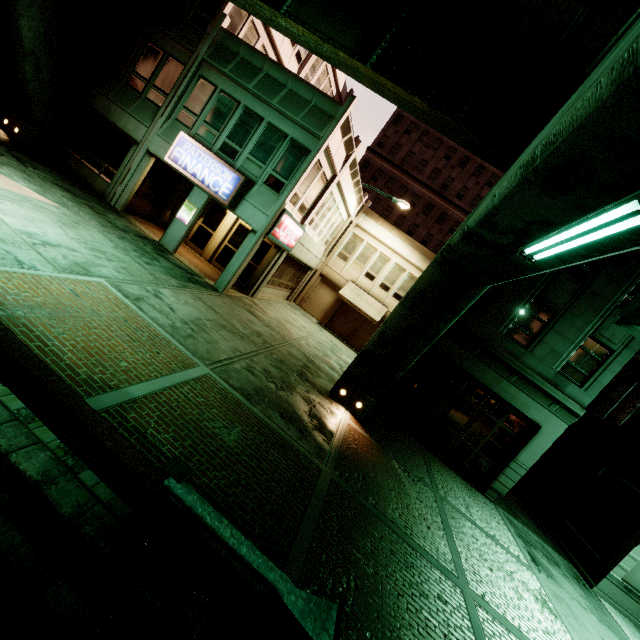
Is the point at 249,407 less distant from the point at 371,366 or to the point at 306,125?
the point at 371,366

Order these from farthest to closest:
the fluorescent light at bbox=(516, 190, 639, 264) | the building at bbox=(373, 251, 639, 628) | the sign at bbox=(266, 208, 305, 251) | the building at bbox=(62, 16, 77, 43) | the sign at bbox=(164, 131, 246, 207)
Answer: the building at bbox=(62, 16, 77, 43) < the sign at bbox=(266, 208, 305, 251) < the sign at bbox=(164, 131, 246, 207) < the building at bbox=(373, 251, 639, 628) < the fluorescent light at bbox=(516, 190, 639, 264)

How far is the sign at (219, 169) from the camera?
12.98m

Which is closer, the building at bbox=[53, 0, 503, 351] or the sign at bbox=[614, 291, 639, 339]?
the sign at bbox=[614, 291, 639, 339]

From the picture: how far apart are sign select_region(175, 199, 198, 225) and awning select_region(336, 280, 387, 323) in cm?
1168

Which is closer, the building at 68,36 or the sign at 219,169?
the sign at 219,169

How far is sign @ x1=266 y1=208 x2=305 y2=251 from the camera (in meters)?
13.55

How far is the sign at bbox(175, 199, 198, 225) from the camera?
13.9m
